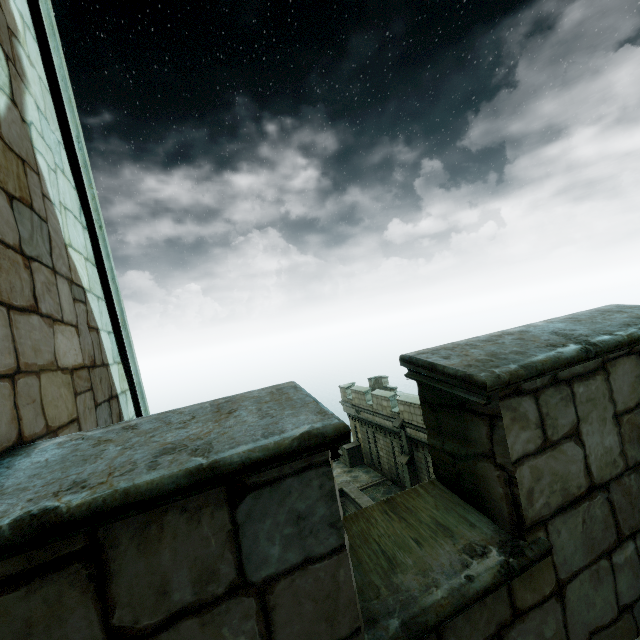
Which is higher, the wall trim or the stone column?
the stone column

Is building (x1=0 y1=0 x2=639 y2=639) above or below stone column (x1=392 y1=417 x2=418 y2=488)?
above

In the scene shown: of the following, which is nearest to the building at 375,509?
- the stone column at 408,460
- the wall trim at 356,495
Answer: the wall trim at 356,495

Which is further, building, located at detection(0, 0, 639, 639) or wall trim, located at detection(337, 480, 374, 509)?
wall trim, located at detection(337, 480, 374, 509)

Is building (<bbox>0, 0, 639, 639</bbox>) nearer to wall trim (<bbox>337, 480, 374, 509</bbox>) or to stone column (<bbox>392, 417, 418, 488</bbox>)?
wall trim (<bbox>337, 480, 374, 509</bbox>)

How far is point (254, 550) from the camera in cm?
111

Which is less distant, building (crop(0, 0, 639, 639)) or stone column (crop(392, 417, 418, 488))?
building (crop(0, 0, 639, 639))

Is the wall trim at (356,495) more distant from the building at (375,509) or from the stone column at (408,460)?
the stone column at (408,460)
